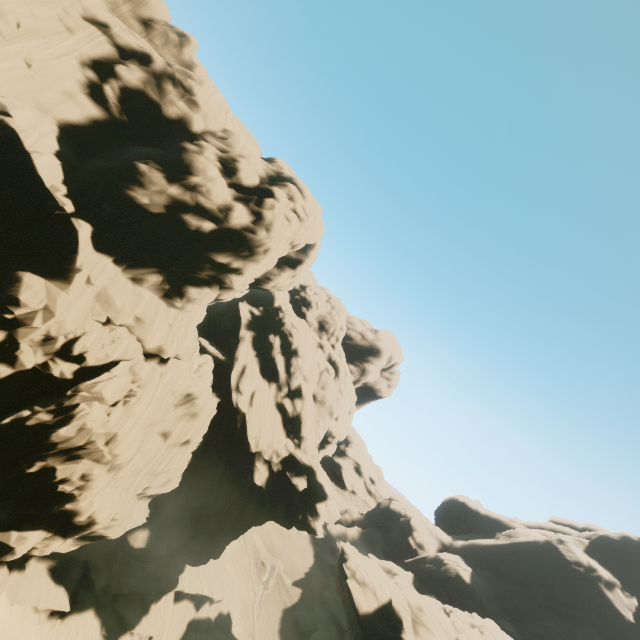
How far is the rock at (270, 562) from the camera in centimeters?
5588cm

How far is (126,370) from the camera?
20.4 meters

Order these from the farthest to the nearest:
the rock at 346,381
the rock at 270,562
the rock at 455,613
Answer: the rock at 270,562 < the rock at 455,613 < the rock at 346,381

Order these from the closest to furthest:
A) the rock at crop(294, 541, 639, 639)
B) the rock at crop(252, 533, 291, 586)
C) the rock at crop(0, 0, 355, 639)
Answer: the rock at crop(0, 0, 355, 639) < the rock at crop(294, 541, 639, 639) < the rock at crop(252, 533, 291, 586)

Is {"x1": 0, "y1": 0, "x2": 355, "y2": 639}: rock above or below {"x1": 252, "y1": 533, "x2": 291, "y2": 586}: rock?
above

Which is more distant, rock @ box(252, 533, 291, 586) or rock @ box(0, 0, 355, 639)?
rock @ box(252, 533, 291, 586)
